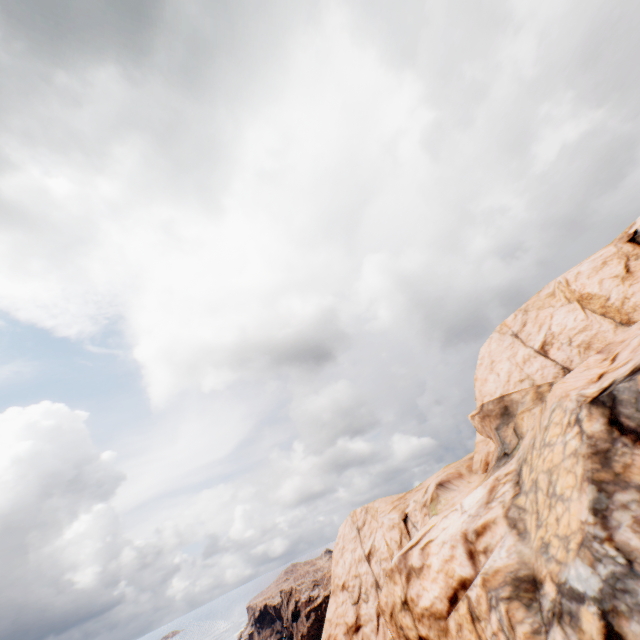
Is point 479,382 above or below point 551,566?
above
